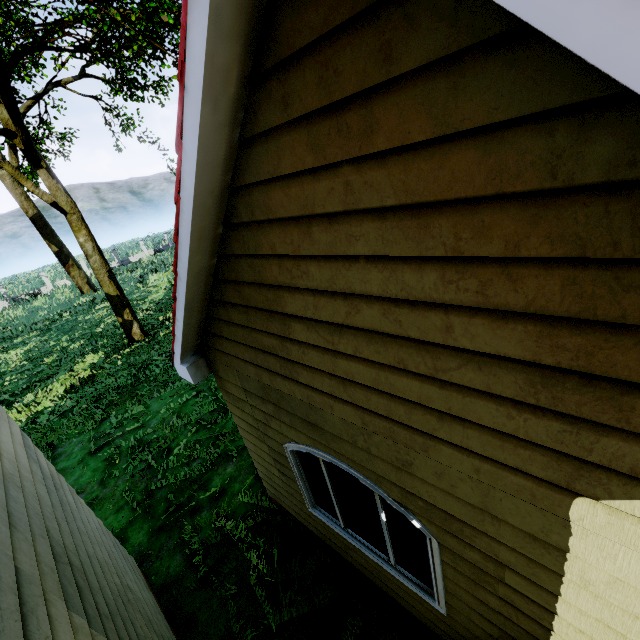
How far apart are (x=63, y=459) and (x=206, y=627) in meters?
6.7 m
